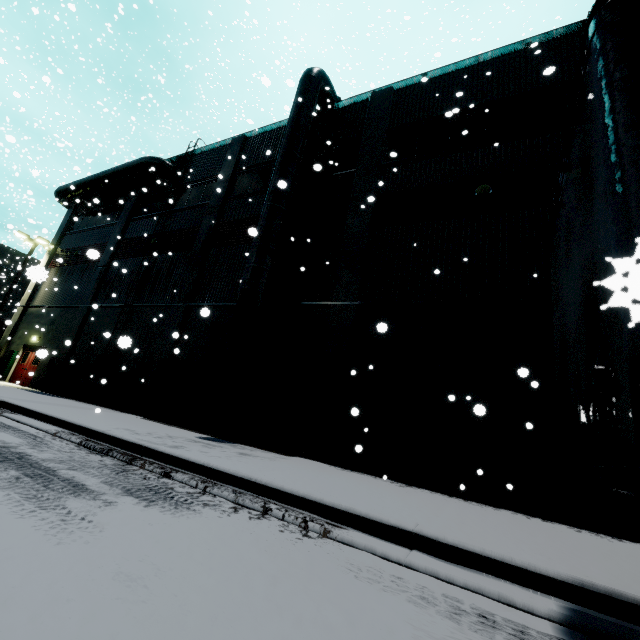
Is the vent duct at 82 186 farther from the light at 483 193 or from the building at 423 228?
the light at 483 193

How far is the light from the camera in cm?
984

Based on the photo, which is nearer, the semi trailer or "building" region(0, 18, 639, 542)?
the semi trailer

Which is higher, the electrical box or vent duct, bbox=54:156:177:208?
vent duct, bbox=54:156:177:208

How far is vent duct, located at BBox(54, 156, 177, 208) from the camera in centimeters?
1886cm

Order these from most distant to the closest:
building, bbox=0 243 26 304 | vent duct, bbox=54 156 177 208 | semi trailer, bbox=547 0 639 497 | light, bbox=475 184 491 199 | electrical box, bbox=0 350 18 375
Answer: building, bbox=0 243 26 304
electrical box, bbox=0 350 18 375
vent duct, bbox=54 156 177 208
light, bbox=475 184 491 199
semi trailer, bbox=547 0 639 497

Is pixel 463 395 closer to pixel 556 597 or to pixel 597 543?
pixel 597 543

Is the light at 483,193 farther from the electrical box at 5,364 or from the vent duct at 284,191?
the electrical box at 5,364
